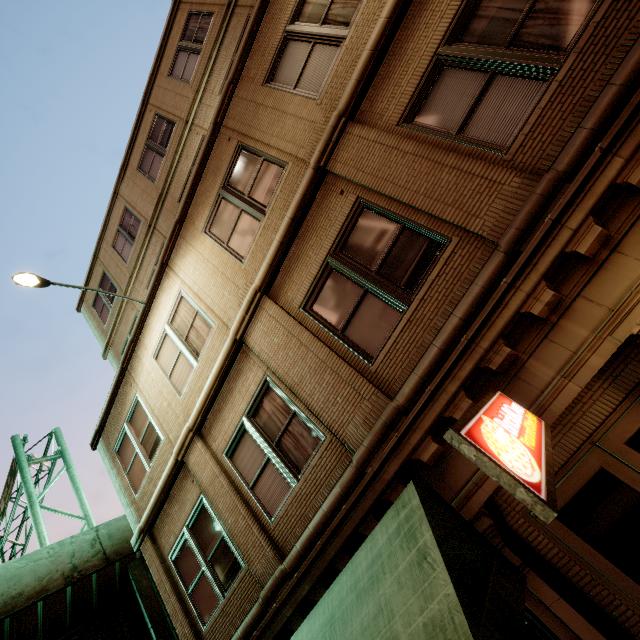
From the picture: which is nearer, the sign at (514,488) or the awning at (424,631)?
the sign at (514,488)

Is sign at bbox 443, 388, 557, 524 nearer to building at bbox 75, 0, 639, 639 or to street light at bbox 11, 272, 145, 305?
building at bbox 75, 0, 639, 639

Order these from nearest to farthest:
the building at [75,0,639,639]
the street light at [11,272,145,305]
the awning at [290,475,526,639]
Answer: the awning at [290,475,526,639], the building at [75,0,639,639], the street light at [11,272,145,305]

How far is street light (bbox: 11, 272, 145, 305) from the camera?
6.9 meters

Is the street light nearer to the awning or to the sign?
the awning

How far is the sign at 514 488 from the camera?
1.81m

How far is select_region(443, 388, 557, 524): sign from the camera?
1.81m

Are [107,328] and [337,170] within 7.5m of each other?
no
